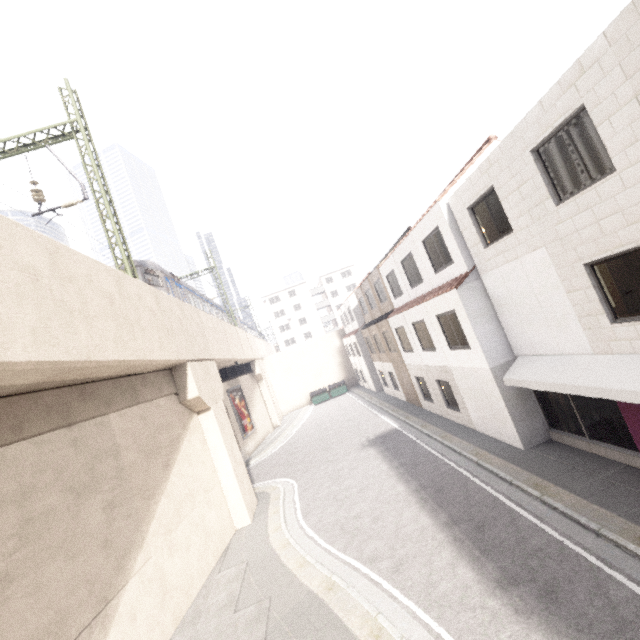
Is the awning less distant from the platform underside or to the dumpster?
the platform underside

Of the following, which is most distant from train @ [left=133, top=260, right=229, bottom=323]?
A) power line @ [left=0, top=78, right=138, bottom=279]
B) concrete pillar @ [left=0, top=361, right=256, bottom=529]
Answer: power line @ [left=0, top=78, right=138, bottom=279]

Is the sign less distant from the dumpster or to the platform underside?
the platform underside

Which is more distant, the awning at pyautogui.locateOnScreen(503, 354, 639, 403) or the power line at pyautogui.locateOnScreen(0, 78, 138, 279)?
the power line at pyautogui.locateOnScreen(0, 78, 138, 279)

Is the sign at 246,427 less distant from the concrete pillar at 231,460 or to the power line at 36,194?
the concrete pillar at 231,460

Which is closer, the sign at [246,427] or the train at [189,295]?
the train at [189,295]

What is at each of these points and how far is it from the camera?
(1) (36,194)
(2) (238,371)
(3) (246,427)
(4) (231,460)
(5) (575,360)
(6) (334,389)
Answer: (1) power line, 12.4 meters
(2) platform underside, 29.3 meters
(3) sign, 25.5 meters
(4) concrete pillar, 13.5 meters
(5) awning, 8.4 meters
(6) dumpster, 36.8 meters

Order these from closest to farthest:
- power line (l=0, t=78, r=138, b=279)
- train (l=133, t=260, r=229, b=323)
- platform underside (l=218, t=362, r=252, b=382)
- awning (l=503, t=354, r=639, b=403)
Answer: awning (l=503, t=354, r=639, b=403), power line (l=0, t=78, r=138, b=279), train (l=133, t=260, r=229, b=323), platform underside (l=218, t=362, r=252, b=382)
